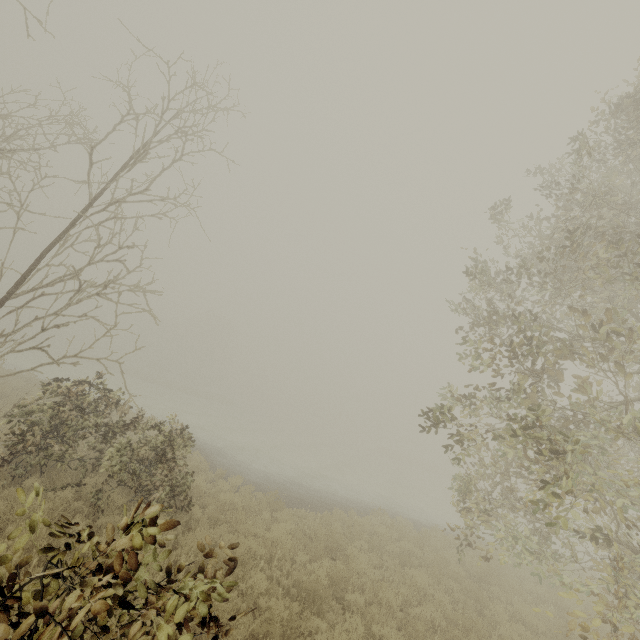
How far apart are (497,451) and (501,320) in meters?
4.1 m
